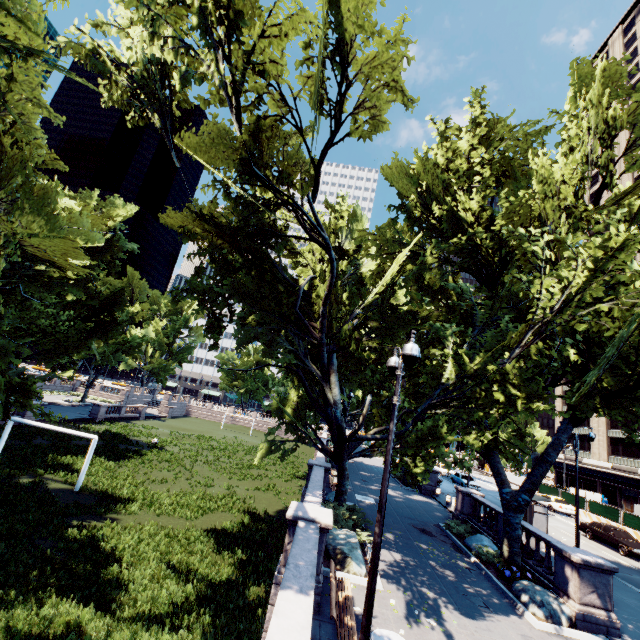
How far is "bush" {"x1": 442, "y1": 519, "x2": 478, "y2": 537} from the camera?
18.2 meters

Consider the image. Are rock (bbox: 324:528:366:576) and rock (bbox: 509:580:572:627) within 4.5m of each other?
no

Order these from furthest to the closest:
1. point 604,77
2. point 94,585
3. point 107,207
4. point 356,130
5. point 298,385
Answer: point 107,207 → point 298,385 → point 604,77 → point 356,130 → point 94,585

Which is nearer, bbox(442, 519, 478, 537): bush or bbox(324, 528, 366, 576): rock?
bbox(324, 528, 366, 576): rock

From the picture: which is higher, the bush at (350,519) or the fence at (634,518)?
the fence at (634,518)

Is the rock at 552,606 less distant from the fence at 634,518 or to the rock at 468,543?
the rock at 468,543

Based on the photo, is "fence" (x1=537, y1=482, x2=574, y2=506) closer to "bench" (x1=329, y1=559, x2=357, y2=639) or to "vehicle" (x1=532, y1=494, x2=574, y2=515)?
"vehicle" (x1=532, y1=494, x2=574, y2=515)

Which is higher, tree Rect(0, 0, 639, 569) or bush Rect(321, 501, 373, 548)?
tree Rect(0, 0, 639, 569)
